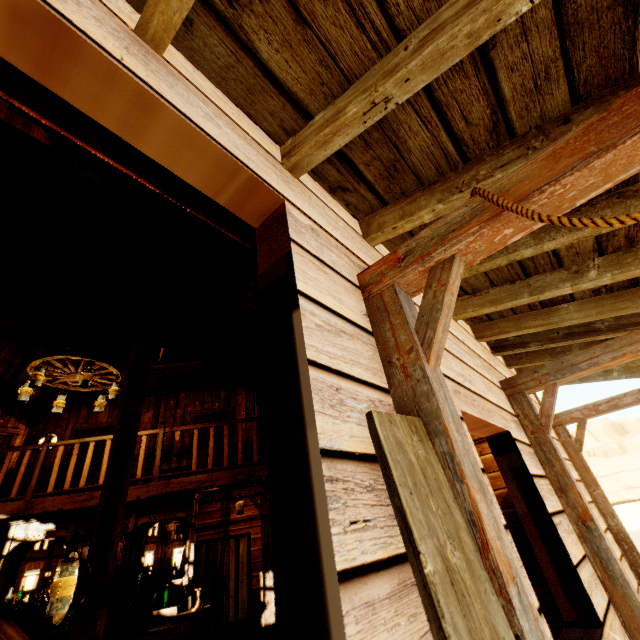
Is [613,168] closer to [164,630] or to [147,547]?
[164,630]

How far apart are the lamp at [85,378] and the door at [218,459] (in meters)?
4.11

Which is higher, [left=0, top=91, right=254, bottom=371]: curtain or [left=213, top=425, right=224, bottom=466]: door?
[left=213, top=425, right=224, bottom=466]: door

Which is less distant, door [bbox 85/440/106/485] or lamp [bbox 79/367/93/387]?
lamp [bbox 79/367/93/387]

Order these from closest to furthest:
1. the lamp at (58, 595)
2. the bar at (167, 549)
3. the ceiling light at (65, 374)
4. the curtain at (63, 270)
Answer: the curtain at (63, 270) < the lamp at (58, 595) < the bar at (167, 549) < the ceiling light at (65, 374)

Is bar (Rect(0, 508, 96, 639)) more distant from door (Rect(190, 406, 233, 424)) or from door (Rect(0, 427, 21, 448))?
door (Rect(0, 427, 21, 448))

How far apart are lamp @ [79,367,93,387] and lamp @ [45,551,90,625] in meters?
3.1 m

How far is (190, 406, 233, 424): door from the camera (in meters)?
9.08
